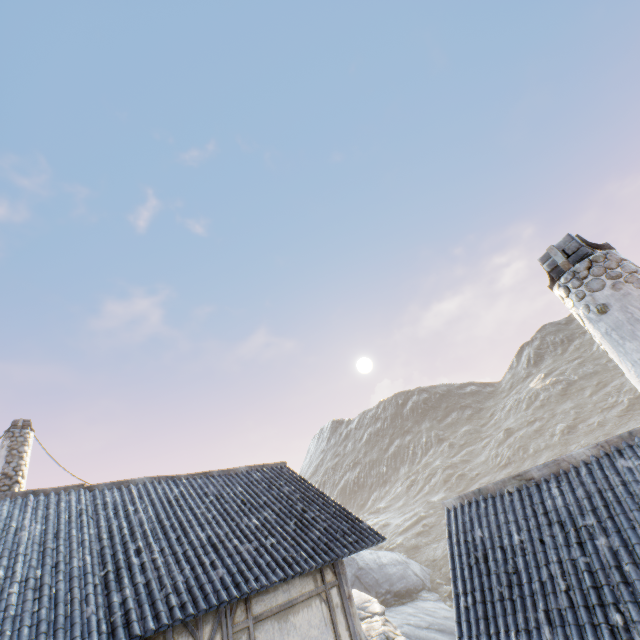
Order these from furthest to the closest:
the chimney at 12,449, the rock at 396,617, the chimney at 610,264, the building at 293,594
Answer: the rock at 396,617, the chimney at 12,449, the building at 293,594, the chimney at 610,264

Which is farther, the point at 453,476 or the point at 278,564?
the point at 453,476

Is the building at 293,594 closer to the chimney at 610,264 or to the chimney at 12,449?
the chimney at 12,449

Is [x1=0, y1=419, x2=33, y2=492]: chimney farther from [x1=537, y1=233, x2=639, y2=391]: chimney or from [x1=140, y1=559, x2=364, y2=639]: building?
[x1=537, y1=233, x2=639, y2=391]: chimney

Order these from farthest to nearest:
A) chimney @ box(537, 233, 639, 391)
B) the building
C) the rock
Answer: the rock
the building
chimney @ box(537, 233, 639, 391)

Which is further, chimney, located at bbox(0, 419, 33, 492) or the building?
chimney, located at bbox(0, 419, 33, 492)

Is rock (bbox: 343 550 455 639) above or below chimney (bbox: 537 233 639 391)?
below

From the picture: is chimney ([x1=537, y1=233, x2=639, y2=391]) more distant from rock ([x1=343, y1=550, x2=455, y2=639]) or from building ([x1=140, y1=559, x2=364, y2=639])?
rock ([x1=343, y1=550, x2=455, y2=639])
